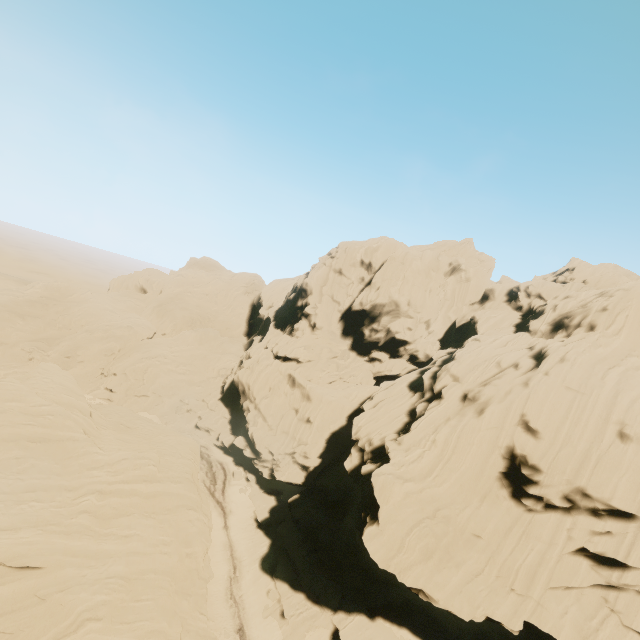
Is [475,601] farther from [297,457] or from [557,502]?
[297,457]
